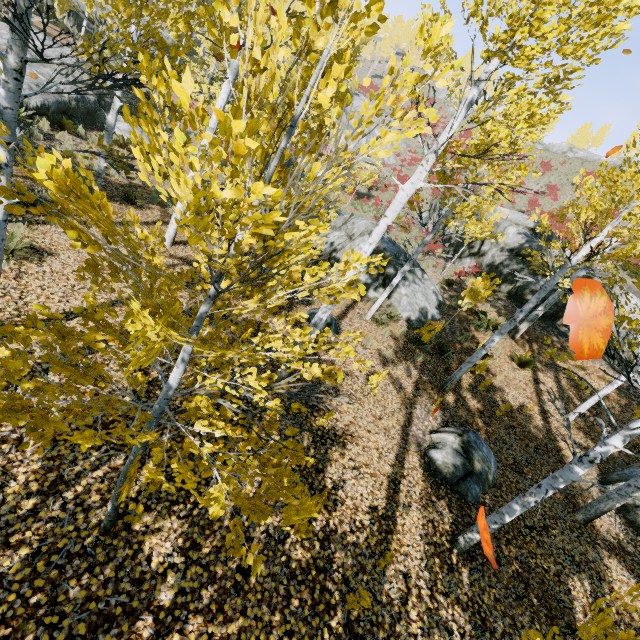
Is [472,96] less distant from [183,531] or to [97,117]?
[183,531]

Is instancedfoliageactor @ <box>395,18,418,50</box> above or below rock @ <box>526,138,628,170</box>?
above

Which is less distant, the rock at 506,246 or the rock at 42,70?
the rock at 42,70

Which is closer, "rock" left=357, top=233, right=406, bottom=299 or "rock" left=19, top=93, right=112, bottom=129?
"rock" left=19, top=93, right=112, bottom=129

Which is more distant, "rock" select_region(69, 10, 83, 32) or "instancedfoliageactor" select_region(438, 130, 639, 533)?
"rock" select_region(69, 10, 83, 32)

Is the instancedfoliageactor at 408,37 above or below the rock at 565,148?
above

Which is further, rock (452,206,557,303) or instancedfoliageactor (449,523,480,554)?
rock (452,206,557,303)

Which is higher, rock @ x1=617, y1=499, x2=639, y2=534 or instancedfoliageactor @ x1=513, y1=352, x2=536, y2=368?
instancedfoliageactor @ x1=513, y1=352, x2=536, y2=368
